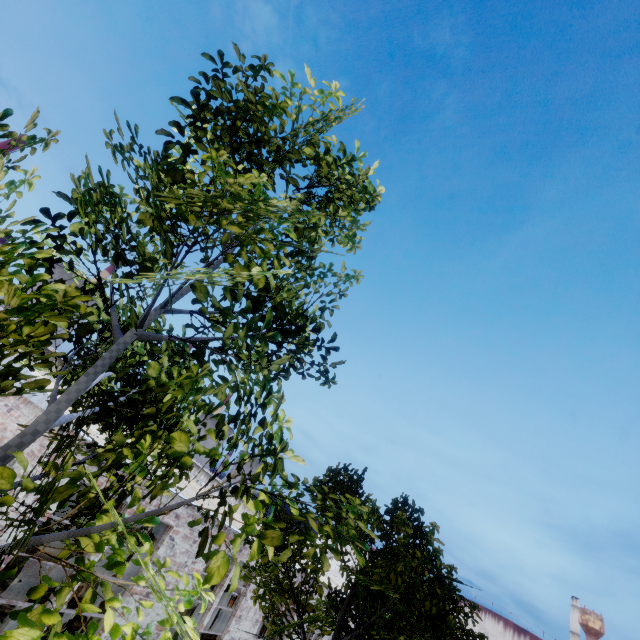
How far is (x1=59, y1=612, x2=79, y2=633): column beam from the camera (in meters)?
10.34

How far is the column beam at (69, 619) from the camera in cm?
1034

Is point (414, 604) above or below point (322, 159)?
below
